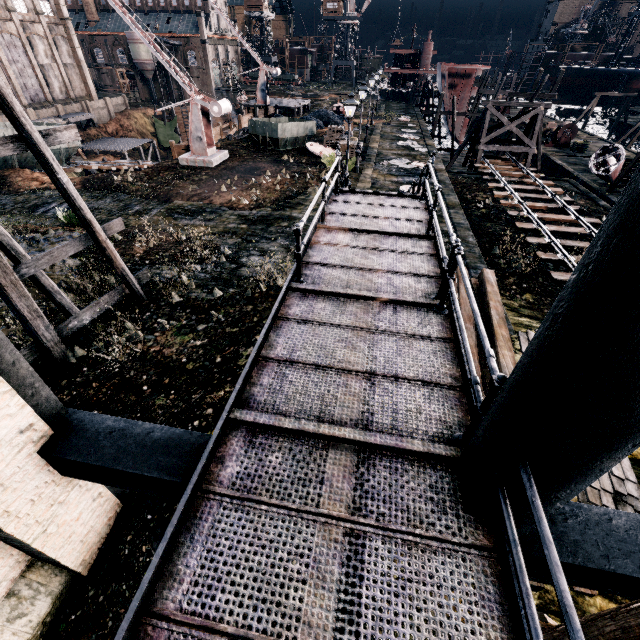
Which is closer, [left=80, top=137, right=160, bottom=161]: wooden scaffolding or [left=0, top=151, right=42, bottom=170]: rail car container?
[left=0, top=151, right=42, bottom=170]: rail car container

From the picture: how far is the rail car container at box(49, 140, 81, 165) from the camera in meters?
26.5

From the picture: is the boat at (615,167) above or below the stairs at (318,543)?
below

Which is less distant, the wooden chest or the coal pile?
the wooden chest

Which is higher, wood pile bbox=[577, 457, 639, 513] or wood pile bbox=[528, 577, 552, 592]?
wood pile bbox=[528, 577, 552, 592]

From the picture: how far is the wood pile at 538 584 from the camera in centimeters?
518cm

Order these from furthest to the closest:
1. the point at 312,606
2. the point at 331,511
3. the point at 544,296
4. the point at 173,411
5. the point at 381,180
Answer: the point at 381,180 → the point at 544,296 → the point at 173,411 → the point at 331,511 → the point at 312,606

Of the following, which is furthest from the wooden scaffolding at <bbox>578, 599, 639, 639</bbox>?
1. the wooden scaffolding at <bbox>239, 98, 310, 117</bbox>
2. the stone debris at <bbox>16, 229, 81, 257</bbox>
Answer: the wooden scaffolding at <bbox>239, 98, 310, 117</bbox>
